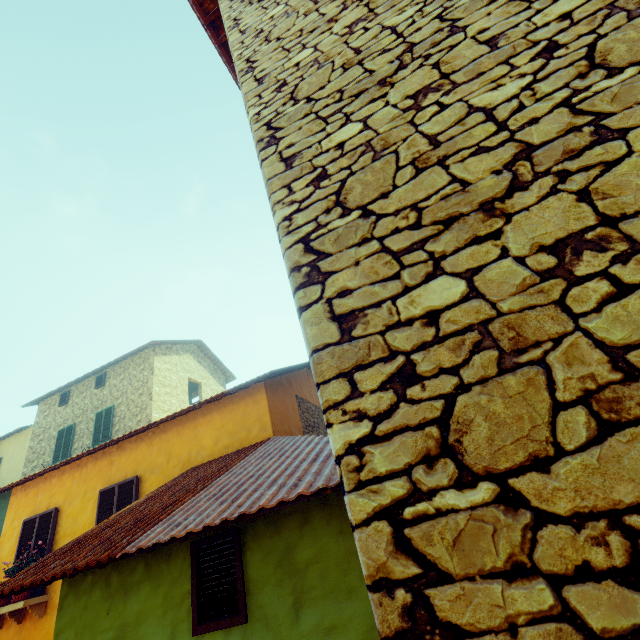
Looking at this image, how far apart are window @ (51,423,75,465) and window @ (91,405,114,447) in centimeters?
133cm

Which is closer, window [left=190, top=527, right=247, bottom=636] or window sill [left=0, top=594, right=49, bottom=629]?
window [left=190, top=527, right=247, bottom=636]

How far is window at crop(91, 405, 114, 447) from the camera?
14.1 meters

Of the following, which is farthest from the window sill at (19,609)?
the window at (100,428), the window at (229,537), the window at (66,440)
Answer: the window at (66,440)

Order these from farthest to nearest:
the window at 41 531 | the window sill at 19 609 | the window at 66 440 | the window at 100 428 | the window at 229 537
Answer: the window at 66 440 → the window at 100 428 → the window at 41 531 → the window sill at 19 609 → the window at 229 537

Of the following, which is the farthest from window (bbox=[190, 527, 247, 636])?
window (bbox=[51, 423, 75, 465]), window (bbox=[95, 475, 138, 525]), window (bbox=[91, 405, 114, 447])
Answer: window (bbox=[51, 423, 75, 465])

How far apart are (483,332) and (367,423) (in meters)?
0.51

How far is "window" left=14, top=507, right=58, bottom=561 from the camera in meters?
7.3 m
